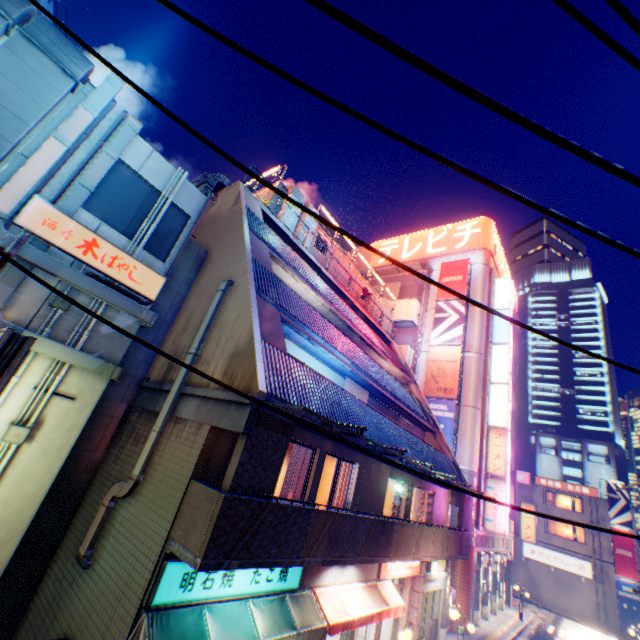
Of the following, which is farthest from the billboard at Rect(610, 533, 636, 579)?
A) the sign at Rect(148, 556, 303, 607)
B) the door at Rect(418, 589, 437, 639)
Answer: the sign at Rect(148, 556, 303, 607)

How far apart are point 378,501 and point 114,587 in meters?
9.4

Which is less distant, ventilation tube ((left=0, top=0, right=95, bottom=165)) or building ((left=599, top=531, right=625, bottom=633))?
ventilation tube ((left=0, top=0, right=95, bottom=165))

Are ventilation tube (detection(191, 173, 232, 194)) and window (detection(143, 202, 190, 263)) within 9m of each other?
yes

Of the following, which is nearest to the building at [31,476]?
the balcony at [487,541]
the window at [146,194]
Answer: the window at [146,194]

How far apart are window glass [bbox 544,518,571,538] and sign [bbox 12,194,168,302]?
49.1m

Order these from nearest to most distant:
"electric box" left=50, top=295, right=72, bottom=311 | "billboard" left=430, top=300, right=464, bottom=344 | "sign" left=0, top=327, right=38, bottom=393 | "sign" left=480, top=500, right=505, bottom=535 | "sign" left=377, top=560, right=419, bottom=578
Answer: "sign" left=0, top=327, right=38, bottom=393
"electric box" left=50, top=295, right=72, bottom=311
"sign" left=377, top=560, right=419, bottom=578
"sign" left=480, top=500, right=505, bottom=535
"billboard" left=430, top=300, right=464, bottom=344

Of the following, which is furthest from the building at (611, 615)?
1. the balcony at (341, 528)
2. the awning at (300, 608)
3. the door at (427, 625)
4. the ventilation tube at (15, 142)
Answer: the ventilation tube at (15, 142)
